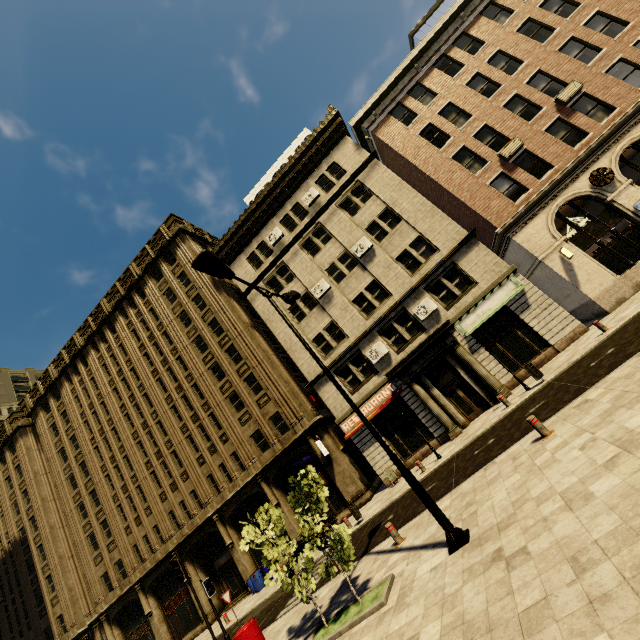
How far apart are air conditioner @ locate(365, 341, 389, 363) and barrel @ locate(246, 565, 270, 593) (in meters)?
15.07

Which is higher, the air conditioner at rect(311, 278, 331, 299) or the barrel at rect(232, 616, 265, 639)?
the air conditioner at rect(311, 278, 331, 299)

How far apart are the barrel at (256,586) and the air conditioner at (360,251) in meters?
21.2

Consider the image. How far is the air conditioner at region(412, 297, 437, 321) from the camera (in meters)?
19.36

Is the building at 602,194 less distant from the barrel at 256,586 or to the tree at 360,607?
the barrel at 256,586

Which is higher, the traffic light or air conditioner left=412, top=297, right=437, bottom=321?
air conditioner left=412, top=297, right=437, bottom=321

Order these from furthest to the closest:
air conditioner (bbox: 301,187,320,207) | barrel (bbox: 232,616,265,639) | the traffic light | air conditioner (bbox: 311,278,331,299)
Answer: air conditioner (bbox: 301,187,320,207) → air conditioner (bbox: 311,278,331,299) → the traffic light → barrel (bbox: 232,616,265,639)

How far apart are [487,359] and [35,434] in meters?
46.9
